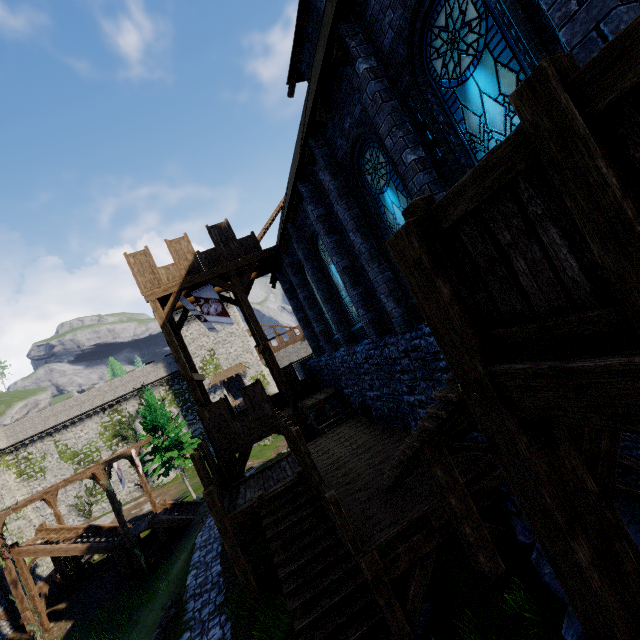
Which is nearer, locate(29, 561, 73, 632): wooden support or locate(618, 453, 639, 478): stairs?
locate(618, 453, 639, 478): stairs

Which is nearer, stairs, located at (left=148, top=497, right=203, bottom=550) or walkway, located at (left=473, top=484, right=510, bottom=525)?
walkway, located at (left=473, top=484, right=510, bottom=525)

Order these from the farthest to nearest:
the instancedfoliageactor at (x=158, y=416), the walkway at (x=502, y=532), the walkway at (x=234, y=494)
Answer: the instancedfoliageactor at (x=158, y=416) → the walkway at (x=234, y=494) → the walkway at (x=502, y=532)

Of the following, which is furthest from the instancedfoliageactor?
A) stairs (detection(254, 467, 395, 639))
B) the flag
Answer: stairs (detection(254, 467, 395, 639))

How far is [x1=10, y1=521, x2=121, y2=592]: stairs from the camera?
20.2m

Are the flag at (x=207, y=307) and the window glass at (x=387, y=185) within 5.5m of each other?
no

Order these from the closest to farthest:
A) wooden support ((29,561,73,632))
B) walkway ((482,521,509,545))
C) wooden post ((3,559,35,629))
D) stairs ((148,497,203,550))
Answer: walkway ((482,521,509,545)) → wooden post ((3,559,35,629)) → wooden support ((29,561,73,632)) → stairs ((148,497,203,550))

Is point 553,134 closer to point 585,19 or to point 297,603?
point 585,19
